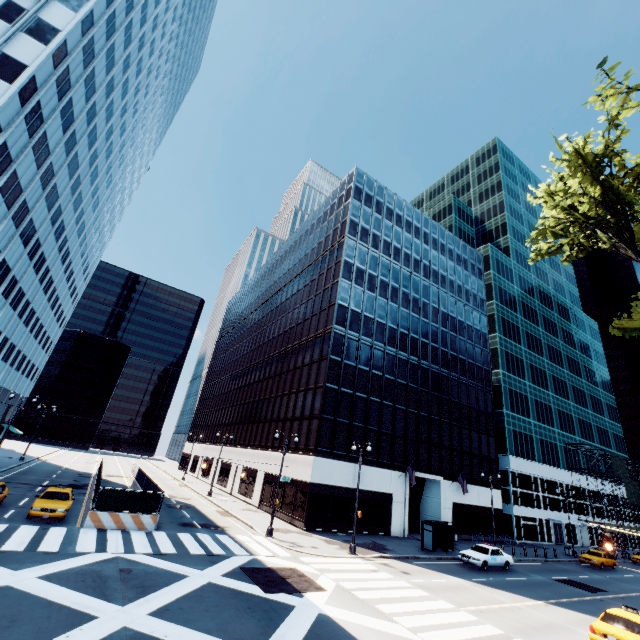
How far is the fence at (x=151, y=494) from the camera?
19.9 meters

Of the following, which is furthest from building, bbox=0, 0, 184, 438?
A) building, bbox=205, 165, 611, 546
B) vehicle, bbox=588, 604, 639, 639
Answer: vehicle, bbox=588, 604, 639, 639

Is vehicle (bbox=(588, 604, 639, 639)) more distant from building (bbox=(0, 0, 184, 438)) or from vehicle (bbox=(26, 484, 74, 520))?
building (bbox=(0, 0, 184, 438))

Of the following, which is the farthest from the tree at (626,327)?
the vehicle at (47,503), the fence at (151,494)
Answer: the vehicle at (47,503)

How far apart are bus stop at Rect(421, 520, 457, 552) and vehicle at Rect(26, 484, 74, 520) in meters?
26.7

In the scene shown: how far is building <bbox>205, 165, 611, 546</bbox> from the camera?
32.8m

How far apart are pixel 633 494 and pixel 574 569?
43.36m

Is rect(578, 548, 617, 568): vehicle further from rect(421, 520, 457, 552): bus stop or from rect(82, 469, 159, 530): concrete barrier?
rect(82, 469, 159, 530): concrete barrier
